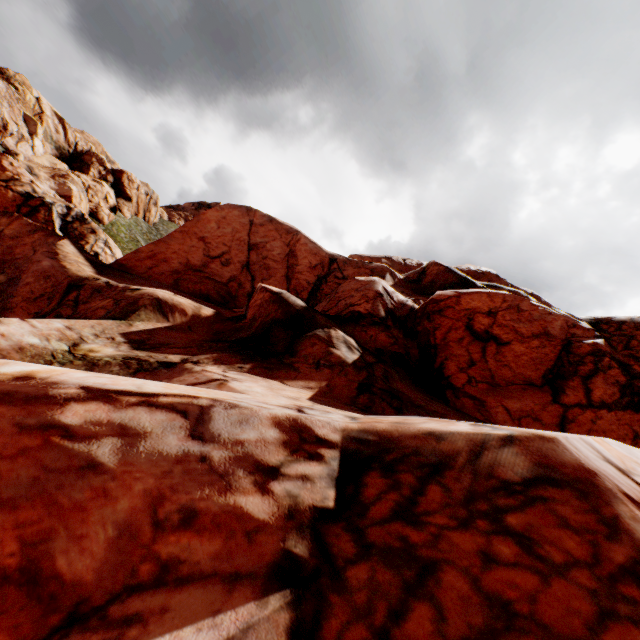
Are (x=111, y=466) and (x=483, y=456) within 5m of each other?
yes
